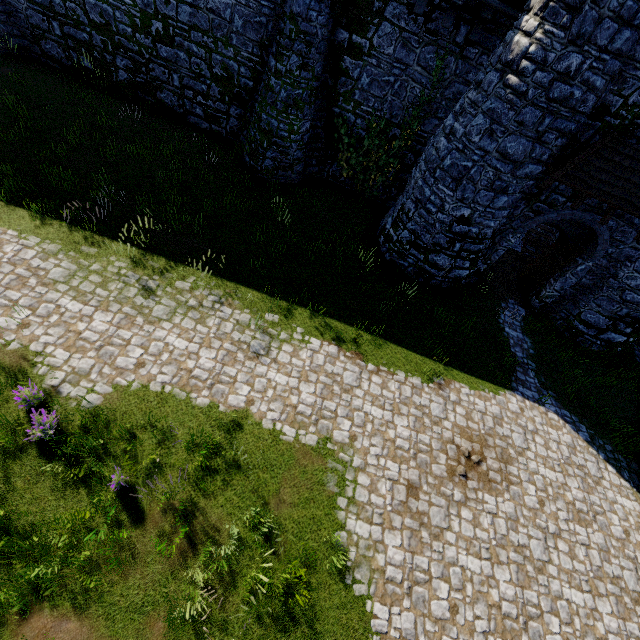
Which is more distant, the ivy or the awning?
the ivy

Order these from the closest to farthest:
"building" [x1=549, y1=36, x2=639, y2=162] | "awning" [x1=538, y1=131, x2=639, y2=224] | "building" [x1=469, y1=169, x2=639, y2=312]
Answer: "building" [x1=549, y1=36, x2=639, y2=162] < "awning" [x1=538, y1=131, x2=639, y2=224] < "building" [x1=469, y1=169, x2=639, y2=312]

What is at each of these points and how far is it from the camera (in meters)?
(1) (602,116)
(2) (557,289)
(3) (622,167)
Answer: (1) building, 8.91
(2) building, 13.22
(3) awning, 9.29

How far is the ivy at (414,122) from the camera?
11.92m

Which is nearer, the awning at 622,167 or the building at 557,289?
the awning at 622,167

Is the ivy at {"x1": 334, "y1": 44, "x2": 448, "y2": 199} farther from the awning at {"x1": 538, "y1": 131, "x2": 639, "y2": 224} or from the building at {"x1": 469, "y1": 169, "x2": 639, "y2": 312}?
the awning at {"x1": 538, "y1": 131, "x2": 639, "y2": 224}

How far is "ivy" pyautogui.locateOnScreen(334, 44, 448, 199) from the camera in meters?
11.9 m
